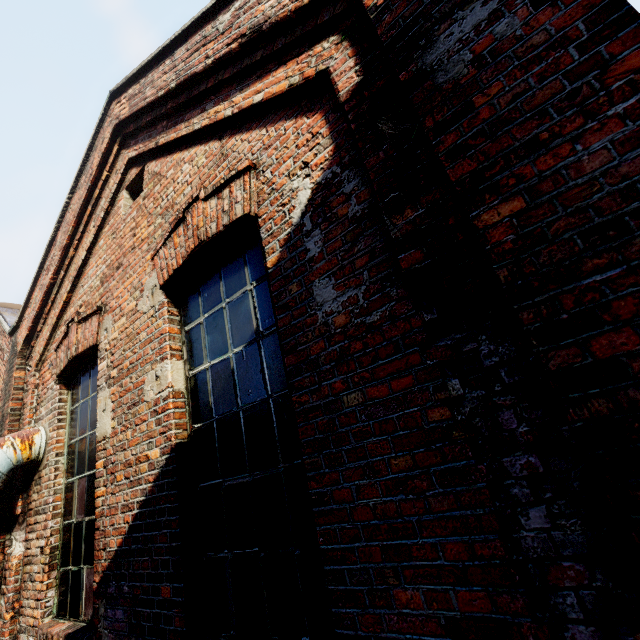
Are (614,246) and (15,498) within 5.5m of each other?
no
